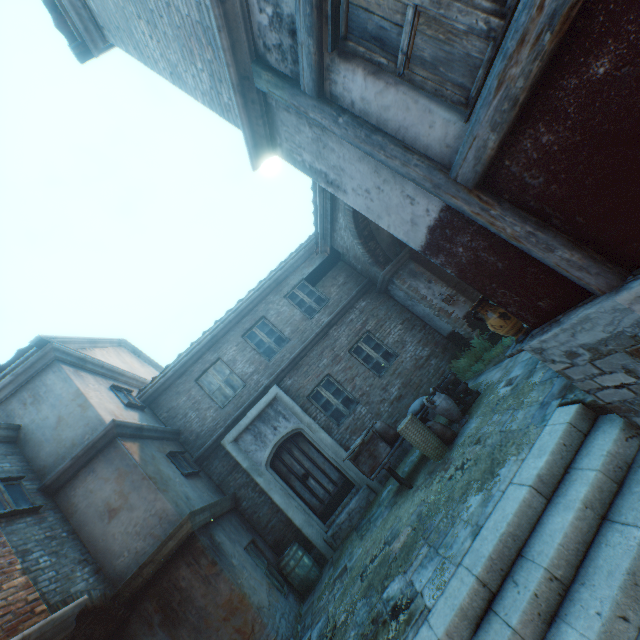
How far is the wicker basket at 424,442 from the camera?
6.2 meters

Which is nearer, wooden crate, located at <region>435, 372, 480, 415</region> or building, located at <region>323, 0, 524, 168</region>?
building, located at <region>323, 0, 524, 168</region>

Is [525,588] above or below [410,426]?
below

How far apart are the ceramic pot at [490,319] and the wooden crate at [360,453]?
3.5 meters

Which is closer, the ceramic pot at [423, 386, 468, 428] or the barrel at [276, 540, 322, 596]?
the ceramic pot at [423, 386, 468, 428]

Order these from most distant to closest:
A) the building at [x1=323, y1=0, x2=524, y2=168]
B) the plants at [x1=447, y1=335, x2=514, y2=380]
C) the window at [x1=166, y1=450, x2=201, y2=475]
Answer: the plants at [x1=447, y1=335, x2=514, y2=380]
the window at [x1=166, y1=450, x2=201, y2=475]
the building at [x1=323, y1=0, x2=524, y2=168]

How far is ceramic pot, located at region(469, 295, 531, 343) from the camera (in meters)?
4.37

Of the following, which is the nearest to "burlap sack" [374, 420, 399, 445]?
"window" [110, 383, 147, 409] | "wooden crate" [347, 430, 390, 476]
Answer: "wooden crate" [347, 430, 390, 476]
